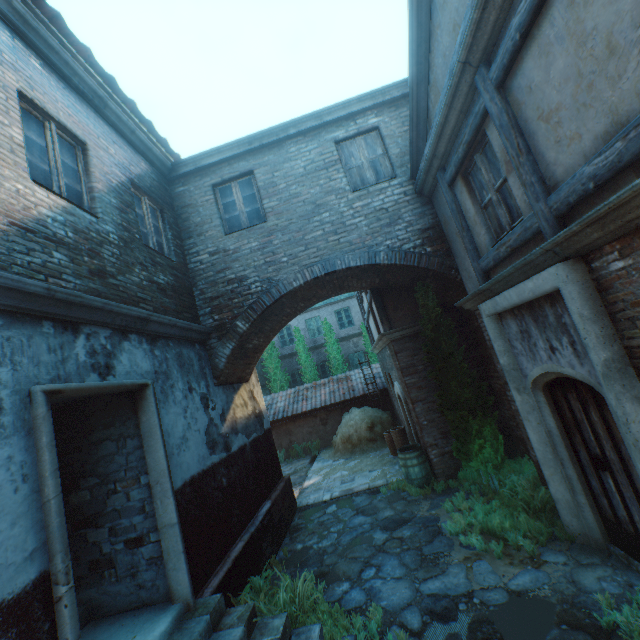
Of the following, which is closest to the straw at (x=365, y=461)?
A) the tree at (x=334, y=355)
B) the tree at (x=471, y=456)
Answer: the tree at (x=471, y=456)

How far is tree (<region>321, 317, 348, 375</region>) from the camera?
19.34m

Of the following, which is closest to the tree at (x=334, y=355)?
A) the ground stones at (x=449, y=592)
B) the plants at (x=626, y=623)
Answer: the ground stones at (x=449, y=592)

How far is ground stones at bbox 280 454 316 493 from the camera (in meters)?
11.41

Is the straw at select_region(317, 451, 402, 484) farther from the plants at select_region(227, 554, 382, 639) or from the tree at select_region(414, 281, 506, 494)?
the plants at select_region(227, 554, 382, 639)

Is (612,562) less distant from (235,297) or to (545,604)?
(545,604)

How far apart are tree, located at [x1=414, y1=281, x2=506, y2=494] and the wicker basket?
3.3m

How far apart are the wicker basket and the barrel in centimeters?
184cm
